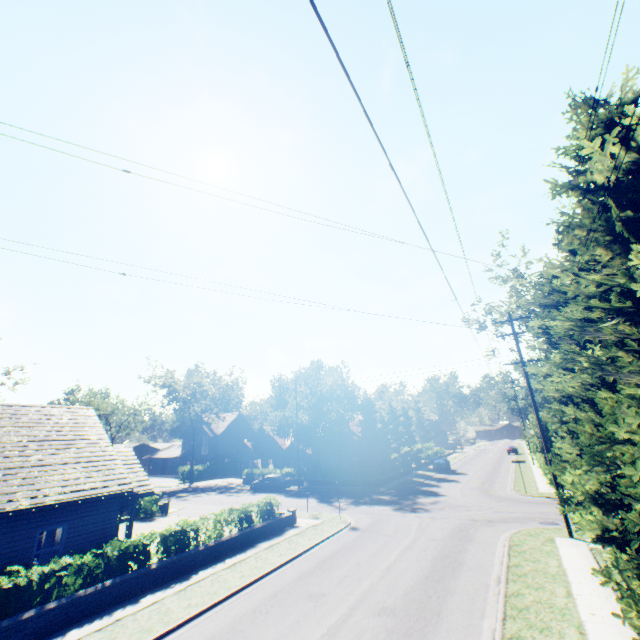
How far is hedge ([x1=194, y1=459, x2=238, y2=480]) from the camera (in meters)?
51.41

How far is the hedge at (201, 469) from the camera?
51.4m

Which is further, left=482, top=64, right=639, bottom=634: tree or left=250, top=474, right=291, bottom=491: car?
left=250, top=474, right=291, bottom=491: car

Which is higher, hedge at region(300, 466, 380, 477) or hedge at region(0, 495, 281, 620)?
hedge at region(300, 466, 380, 477)

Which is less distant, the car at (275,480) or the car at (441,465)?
the car at (275,480)

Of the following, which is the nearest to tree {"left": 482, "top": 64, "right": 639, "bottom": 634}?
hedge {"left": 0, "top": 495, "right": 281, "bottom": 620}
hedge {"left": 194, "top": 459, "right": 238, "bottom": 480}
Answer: hedge {"left": 194, "top": 459, "right": 238, "bottom": 480}

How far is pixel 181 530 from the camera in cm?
1491

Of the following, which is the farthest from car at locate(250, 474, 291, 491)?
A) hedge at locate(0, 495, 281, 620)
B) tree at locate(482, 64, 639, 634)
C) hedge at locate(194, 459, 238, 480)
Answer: hedge at locate(0, 495, 281, 620)
